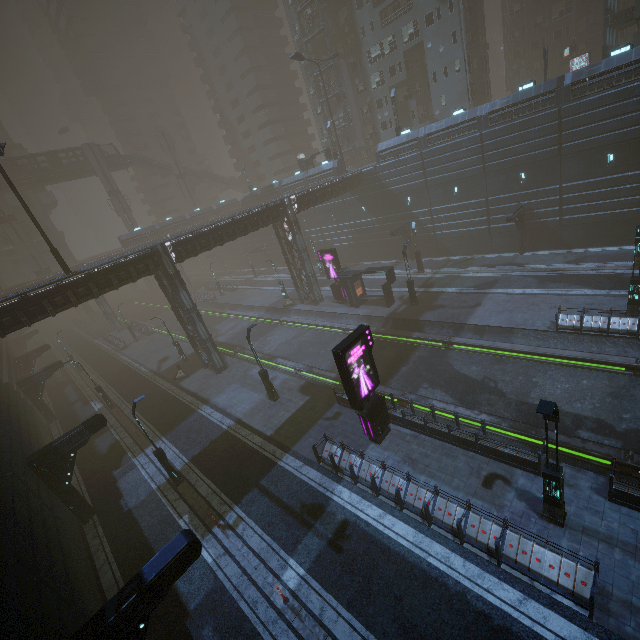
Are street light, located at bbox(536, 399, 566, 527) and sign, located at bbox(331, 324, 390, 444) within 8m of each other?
yes

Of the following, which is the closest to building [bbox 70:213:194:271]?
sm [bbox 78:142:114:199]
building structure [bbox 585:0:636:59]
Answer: building structure [bbox 585:0:636:59]

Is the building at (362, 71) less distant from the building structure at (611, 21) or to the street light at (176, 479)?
the building structure at (611, 21)

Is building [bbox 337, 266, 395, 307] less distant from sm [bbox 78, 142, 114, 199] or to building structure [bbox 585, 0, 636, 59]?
building structure [bbox 585, 0, 636, 59]

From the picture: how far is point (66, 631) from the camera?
8.94m

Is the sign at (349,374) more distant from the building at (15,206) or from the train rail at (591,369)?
the train rail at (591,369)

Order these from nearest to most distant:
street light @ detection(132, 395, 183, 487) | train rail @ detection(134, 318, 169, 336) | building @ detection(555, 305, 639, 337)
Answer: street light @ detection(132, 395, 183, 487), building @ detection(555, 305, 639, 337), train rail @ detection(134, 318, 169, 336)

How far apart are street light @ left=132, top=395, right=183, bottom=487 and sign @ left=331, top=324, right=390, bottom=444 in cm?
1021
